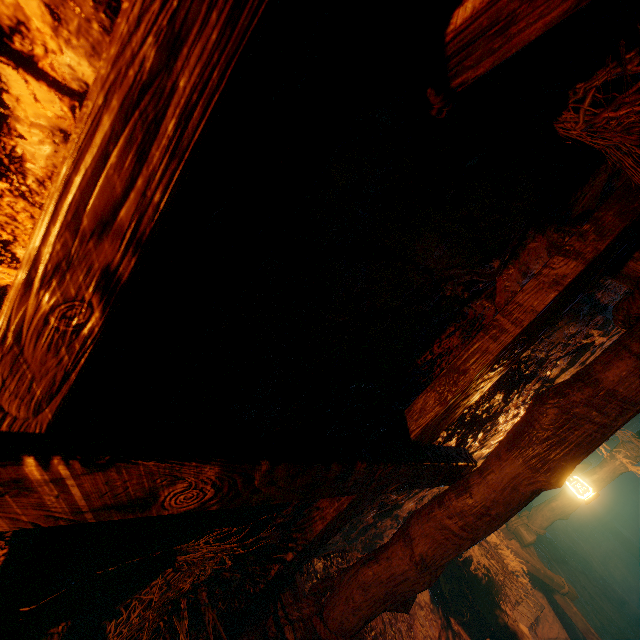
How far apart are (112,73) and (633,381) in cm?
251
